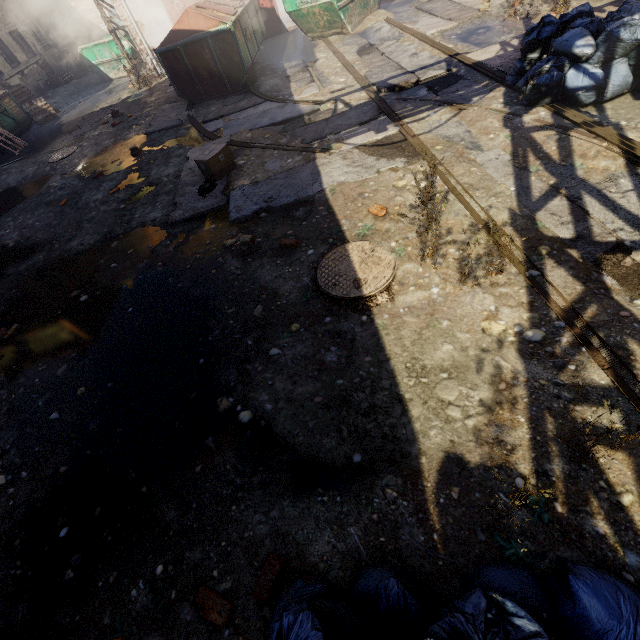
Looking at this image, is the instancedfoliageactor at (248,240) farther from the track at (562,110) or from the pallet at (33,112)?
the pallet at (33,112)

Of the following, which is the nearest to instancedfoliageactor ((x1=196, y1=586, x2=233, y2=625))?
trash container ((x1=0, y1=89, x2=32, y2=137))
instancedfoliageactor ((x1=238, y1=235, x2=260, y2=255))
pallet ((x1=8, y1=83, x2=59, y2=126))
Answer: instancedfoliageactor ((x1=238, y1=235, x2=260, y2=255))

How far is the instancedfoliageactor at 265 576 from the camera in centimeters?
195cm

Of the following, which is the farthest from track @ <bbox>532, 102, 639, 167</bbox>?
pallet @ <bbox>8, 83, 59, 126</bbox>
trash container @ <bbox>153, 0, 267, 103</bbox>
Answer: pallet @ <bbox>8, 83, 59, 126</bbox>

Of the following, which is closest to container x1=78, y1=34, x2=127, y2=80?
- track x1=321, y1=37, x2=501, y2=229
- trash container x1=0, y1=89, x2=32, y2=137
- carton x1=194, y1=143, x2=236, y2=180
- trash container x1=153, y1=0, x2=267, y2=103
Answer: trash container x1=0, y1=89, x2=32, y2=137

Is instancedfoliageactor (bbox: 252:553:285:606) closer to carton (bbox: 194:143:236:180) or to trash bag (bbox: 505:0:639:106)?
carton (bbox: 194:143:236:180)

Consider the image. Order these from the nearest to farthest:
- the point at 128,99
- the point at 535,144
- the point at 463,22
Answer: the point at 535,144 → the point at 463,22 → the point at 128,99

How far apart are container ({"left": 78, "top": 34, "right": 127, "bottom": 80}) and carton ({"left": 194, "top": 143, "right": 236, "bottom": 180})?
14.0m
